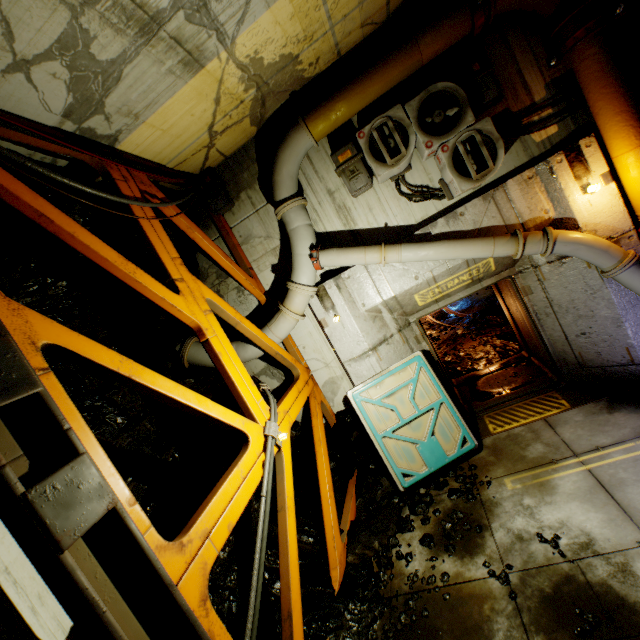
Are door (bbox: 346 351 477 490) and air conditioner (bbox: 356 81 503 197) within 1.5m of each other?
no

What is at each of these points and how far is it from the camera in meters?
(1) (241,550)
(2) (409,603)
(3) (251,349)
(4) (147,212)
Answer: (1) rock, 4.9 m
(2) rock, 4.0 m
(3) pipe, 6.2 m
(4) beam, 4.5 m

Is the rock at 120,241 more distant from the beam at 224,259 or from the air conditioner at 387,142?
the air conditioner at 387,142

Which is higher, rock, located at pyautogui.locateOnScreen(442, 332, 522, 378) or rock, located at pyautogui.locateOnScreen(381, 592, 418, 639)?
rock, located at pyautogui.locateOnScreen(442, 332, 522, 378)

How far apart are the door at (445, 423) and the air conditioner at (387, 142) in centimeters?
285cm

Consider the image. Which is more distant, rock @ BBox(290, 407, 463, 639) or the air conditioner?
the air conditioner

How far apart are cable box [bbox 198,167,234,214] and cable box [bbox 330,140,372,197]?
2.21m

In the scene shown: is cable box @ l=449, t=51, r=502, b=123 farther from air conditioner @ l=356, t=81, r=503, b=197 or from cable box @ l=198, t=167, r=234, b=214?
cable box @ l=198, t=167, r=234, b=214
